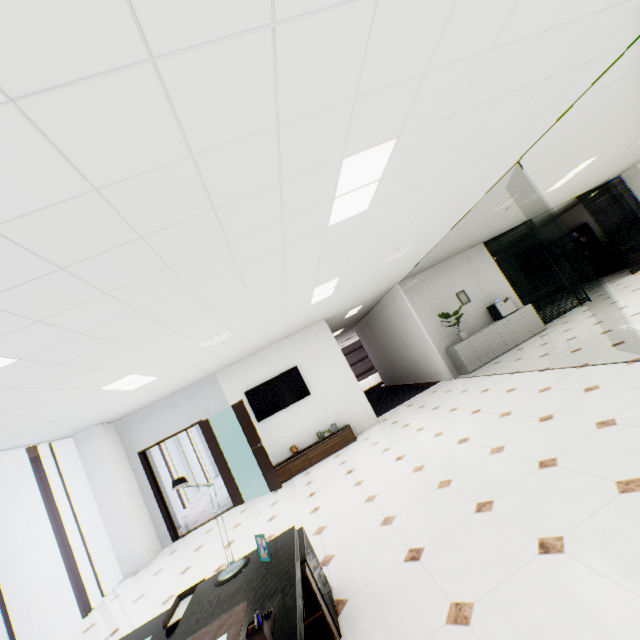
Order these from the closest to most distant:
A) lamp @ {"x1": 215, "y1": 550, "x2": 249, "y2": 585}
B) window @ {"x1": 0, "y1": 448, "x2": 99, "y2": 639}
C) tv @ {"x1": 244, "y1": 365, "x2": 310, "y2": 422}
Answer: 1. lamp @ {"x1": 215, "y1": 550, "x2": 249, "y2": 585}
2. window @ {"x1": 0, "y1": 448, "x2": 99, "y2": 639}
3. tv @ {"x1": 244, "y1": 365, "x2": 310, "y2": 422}

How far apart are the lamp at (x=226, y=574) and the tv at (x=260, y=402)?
5.29m

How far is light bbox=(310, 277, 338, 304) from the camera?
5.39m

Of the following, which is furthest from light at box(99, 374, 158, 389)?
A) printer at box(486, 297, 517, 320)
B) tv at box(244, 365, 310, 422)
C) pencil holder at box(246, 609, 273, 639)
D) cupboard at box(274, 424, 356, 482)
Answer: printer at box(486, 297, 517, 320)

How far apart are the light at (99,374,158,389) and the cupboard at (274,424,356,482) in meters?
3.3

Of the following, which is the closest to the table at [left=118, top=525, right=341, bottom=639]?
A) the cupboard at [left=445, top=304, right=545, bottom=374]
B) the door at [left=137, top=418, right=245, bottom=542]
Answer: the door at [left=137, top=418, right=245, bottom=542]

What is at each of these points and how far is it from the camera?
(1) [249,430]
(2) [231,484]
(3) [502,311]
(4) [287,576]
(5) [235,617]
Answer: (1) door, 7.1m
(2) door, 7.3m
(3) printer, 8.7m
(4) table, 1.9m
(5) writing mat, 1.7m

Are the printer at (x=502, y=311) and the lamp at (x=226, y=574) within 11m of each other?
yes
